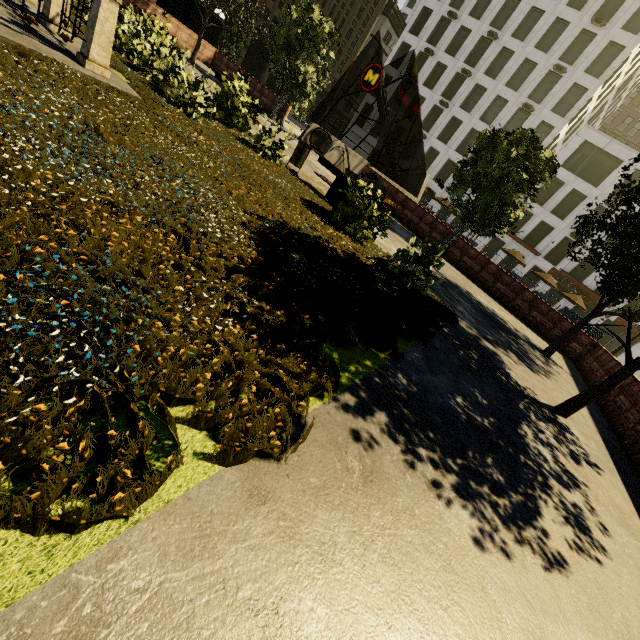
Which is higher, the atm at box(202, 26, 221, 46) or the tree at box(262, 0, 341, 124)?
the tree at box(262, 0, 341, 124)

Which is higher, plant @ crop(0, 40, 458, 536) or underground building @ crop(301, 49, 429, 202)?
underground building @ crop(301, 49, 429, 202)

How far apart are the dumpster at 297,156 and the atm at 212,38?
19.7 meters

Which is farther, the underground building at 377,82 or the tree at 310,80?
the underground building at 377,82

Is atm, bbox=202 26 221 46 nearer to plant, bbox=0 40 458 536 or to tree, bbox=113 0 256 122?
tree, bbox=113 0 256 122

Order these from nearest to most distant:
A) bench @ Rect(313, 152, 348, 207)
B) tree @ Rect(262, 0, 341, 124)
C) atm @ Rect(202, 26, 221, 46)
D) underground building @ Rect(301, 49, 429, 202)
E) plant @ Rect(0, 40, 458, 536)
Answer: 1. plant @ Rect(0, 40, 458, 536)
2. bench @ Rect(313, 152, 348, 207)
3. tree @ Rect(262, 0, 341, 124)
4. underground building @ Rect(301, 49, 429, 202)
5. atm @ Rect(202, 26, 221, 46)

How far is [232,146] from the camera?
7.0m

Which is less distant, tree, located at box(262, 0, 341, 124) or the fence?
the fence
